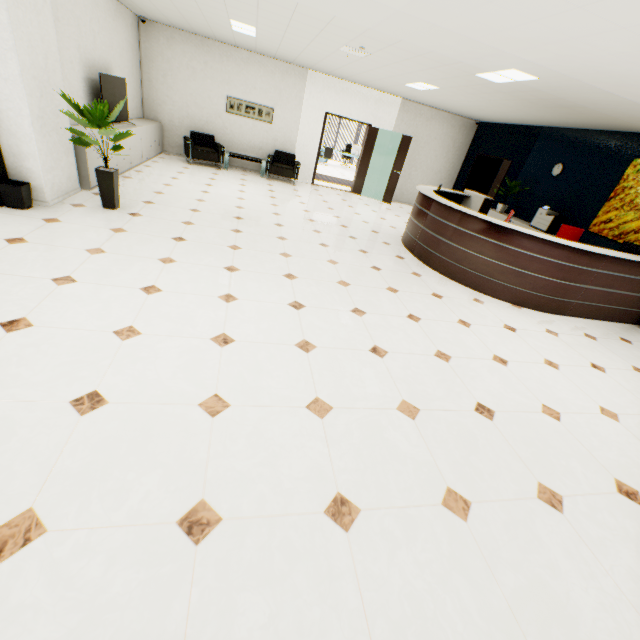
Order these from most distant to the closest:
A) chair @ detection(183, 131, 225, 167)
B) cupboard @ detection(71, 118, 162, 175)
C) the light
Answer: chair @ detection(183, 131, 225, 167) < cupboard @ detection(71, 118, 162, 175) < the light

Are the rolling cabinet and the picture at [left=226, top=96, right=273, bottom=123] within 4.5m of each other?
no

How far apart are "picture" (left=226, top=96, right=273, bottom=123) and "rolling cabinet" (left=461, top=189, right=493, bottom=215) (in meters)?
6.03

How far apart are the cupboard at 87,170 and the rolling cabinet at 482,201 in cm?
777

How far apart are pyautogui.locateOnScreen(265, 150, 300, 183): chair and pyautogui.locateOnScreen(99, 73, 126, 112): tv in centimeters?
349cm

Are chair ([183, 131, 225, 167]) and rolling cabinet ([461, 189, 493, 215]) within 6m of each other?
no

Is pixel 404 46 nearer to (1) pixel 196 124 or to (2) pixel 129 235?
(2) pixel 129 235

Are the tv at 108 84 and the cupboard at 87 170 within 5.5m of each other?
yes
